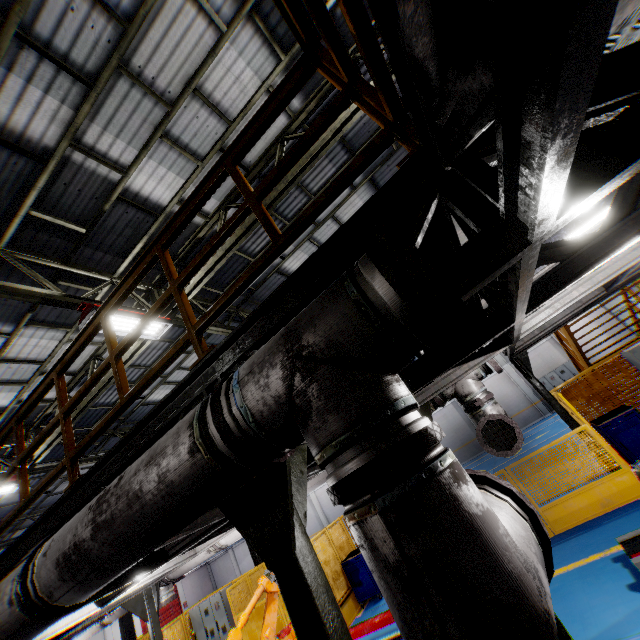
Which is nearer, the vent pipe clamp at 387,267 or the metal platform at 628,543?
the vent pipe clamp at 387,267

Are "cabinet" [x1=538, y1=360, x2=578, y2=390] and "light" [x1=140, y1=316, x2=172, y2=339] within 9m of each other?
no

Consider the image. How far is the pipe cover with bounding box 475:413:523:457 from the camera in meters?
4.5 m

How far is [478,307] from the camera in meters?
5.2 m

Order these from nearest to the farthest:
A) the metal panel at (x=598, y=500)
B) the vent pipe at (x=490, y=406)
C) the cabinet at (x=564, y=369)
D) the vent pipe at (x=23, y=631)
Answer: the vent pipe at (x=23, y=631)
the vent pipe at (x=490, y=406)
the metal panel at (x=598, y=500)
the cabinet at (x=564, y=369)

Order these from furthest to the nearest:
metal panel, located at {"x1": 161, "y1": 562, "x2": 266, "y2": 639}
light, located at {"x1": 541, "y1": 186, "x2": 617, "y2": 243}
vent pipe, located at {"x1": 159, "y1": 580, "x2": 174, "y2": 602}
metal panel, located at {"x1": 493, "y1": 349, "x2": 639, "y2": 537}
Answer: metal panel, located at {"x1": 161, "y1": 562, "x2": 266, "y2": 639}
vent pipe, located at {"x1": 159, "y1": 580, "x2": 174, "y2": 602}
metal panel, located at {"x1": 493, "y1": 349, "x2": 639, "y2": 537}
light, located at {"x1": 541, "y1": 186, "x2": 617, "y2": 243}

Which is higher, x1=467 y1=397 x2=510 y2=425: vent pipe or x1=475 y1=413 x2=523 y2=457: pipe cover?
x1=467 y1=397 x2=510 y2=425: vent pipe

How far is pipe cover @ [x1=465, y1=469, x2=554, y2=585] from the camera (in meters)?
1.38
